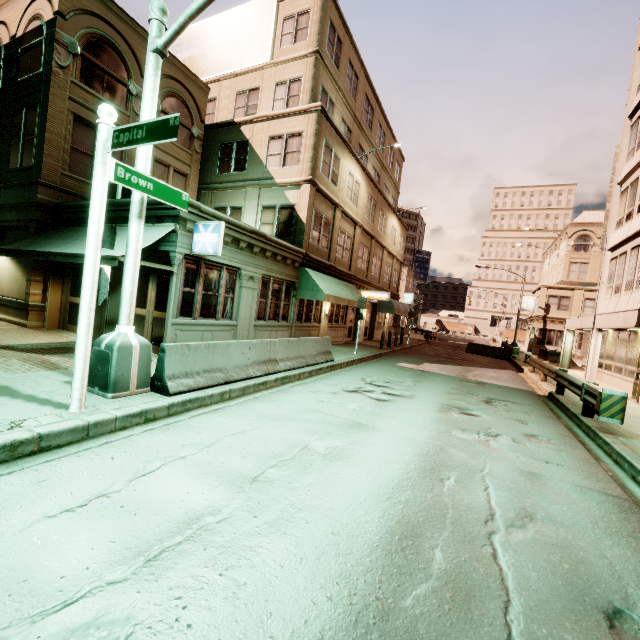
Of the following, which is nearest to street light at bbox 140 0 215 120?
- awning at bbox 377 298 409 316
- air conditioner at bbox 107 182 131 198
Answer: air conditioner at bbox 107 182 131 198

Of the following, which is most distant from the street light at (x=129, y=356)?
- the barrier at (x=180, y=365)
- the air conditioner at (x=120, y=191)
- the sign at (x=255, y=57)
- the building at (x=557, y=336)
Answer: the sign at (x=255, y=57)

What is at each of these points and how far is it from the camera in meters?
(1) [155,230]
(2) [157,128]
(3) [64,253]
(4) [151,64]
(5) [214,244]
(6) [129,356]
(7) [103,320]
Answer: (1) awning, 9.3
(2) sign, 4.4
(3) awning, 8.8
(4) street light, 6.0
(5) sign, 9.2
(6) street light, 6.0
(7) building, 10.7

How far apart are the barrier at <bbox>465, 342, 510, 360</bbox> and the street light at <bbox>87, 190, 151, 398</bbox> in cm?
2731

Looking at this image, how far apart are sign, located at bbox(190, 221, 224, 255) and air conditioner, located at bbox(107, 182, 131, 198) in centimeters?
452cm

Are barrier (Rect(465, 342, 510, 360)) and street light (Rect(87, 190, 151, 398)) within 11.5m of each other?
no

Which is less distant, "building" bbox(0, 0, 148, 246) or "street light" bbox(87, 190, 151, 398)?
"street light" bbox(87, 190, 151, 398)

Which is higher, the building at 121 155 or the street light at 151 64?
the building at 121 155
